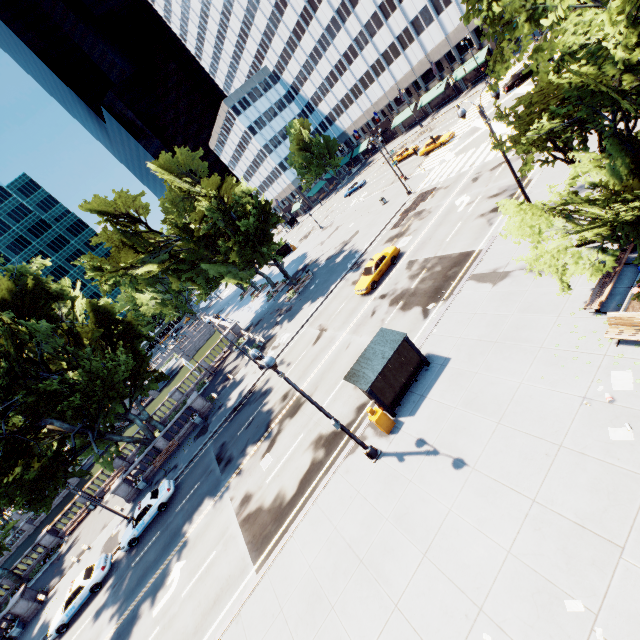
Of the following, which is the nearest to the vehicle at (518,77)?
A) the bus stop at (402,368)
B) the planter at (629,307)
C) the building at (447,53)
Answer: the building at (447,53)

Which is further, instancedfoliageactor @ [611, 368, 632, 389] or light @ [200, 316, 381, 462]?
light @ [200, 316, 381, 462]

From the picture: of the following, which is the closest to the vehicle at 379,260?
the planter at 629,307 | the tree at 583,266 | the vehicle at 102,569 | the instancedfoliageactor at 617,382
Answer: the tree at 583,266

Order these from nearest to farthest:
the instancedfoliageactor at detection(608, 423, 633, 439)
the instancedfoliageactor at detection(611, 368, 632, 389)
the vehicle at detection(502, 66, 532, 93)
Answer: the instancedfoliageactor at detection(608, 423, 633, 439) → the instancedfoliageactor at detection(611, 368, 632, 389) → the vehicle at detection(502, 66, 532, 93)

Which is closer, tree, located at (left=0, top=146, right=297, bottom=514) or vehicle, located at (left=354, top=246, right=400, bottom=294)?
tree, located at (left=0, top=146, right=297, bottom=514)

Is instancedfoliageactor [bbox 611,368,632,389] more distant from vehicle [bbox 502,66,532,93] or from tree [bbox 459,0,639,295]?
vehicle [bbox 502,66,532,93]

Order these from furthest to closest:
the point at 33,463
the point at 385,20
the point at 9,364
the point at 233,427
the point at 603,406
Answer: the point at 385,20 < the point at 233,427 < the point at 9,364 < the point at 33,463 < the point at 603,406

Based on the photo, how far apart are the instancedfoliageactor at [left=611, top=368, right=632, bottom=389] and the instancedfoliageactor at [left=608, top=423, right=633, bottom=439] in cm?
111
